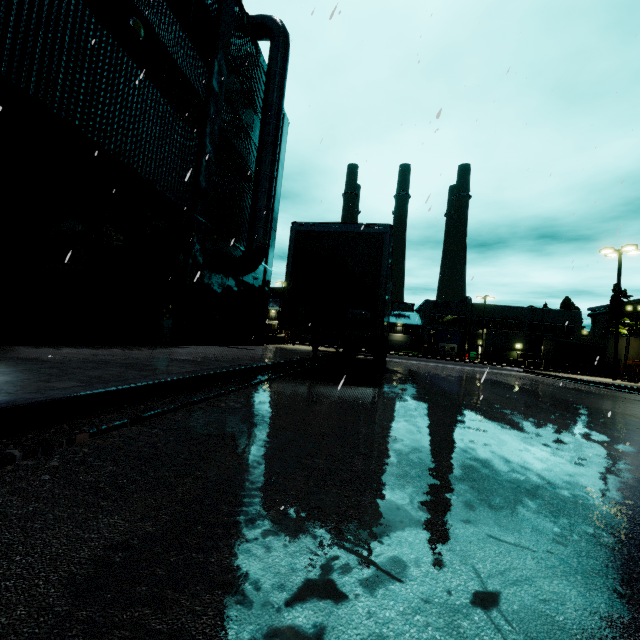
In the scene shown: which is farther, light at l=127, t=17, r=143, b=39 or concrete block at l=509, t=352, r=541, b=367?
concrete block at l=509, t=352, r=541, b=367

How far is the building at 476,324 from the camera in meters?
51.7 m

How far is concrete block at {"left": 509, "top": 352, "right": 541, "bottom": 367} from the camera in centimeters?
4553cm

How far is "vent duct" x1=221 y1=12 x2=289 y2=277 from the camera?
14.5 meters

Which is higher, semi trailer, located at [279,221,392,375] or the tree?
the tree

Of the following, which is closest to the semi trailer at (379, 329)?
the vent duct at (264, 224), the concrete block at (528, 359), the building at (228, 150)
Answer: the building at (228, 150)

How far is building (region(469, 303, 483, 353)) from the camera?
51.66m

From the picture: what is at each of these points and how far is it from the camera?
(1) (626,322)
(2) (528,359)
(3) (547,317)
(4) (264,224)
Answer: (1) tree, 47.25m
(2) concrete block, 45.78m
(3) building, 54.06m
(4) vent duct, 14.61m
